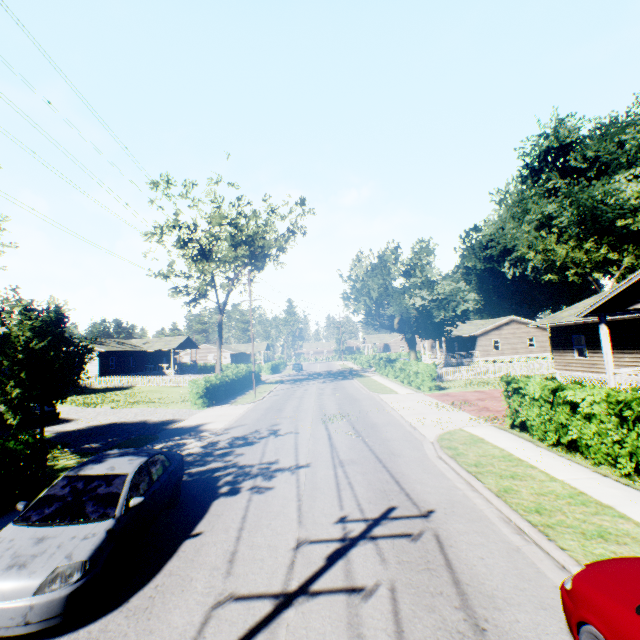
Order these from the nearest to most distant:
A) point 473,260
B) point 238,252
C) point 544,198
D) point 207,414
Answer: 1. point 207,414
2. point 238,252
3. point 544,198
4. point 473,260

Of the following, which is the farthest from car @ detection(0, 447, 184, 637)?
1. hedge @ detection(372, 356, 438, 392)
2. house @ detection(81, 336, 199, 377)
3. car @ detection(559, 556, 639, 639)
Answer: house @ detection(81, 336, 199, 377)

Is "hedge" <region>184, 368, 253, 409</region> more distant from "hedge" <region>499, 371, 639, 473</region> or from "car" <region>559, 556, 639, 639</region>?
"car" <region>559, 556, 639, 639</region>

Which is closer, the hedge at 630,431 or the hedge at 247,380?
the hedge at 630,431

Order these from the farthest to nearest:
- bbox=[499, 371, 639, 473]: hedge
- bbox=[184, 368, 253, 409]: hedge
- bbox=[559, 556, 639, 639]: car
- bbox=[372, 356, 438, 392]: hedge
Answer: bbox=[372, 356, 438, 392]: hedge
bbox=[184, 368, 253, 409]: hedge
bbox=[499, 371, 639, 473]: hedge
bbox=[559, 556, 639, 639]: car

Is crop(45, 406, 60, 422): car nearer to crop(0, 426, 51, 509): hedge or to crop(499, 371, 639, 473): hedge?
crop(0, 426, 51, 509): hedge

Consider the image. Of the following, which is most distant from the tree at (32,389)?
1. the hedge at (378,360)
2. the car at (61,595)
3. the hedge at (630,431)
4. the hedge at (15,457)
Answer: the hedge at (630,431)

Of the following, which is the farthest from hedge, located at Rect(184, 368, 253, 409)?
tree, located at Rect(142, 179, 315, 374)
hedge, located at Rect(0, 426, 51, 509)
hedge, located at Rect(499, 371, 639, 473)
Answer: hedge, located at Rect(0, 426, 51, 509)
